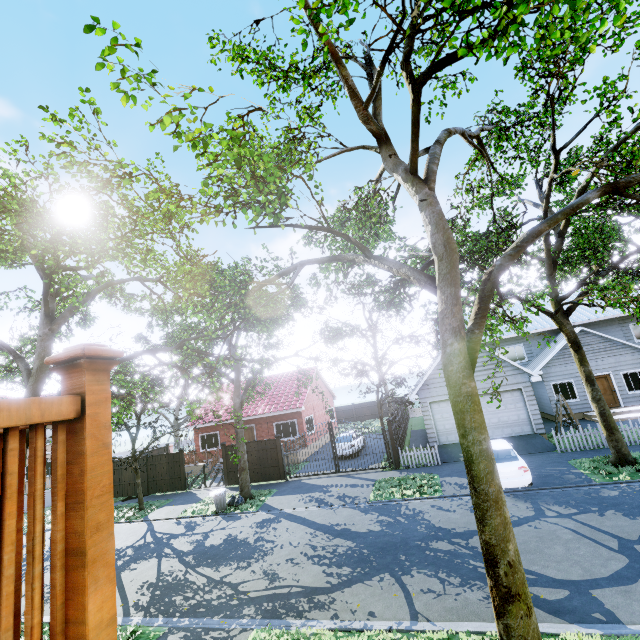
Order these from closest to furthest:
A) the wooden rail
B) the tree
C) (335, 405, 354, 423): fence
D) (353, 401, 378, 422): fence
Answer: the wooden rail → the tree → (353, 401, 378, 422): fence → (335, 405, 354, 423): fence

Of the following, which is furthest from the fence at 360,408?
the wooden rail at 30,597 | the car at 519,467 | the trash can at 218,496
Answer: the wooden rail at 30,597

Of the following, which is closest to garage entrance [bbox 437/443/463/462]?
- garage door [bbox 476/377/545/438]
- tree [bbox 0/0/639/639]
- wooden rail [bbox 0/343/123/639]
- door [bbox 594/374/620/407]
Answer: garage door [bbox 476/377/545/438]

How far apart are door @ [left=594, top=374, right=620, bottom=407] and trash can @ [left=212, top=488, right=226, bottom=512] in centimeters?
2298cm

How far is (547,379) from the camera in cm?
2169

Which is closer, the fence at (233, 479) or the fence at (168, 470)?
the fence at (233, 479)

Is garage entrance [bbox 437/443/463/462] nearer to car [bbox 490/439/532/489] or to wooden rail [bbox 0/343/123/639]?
car [bbox 490/439/532/489]

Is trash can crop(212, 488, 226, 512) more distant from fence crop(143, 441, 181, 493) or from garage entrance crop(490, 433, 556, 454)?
garage entrance crop(490, 433, 556, 454)
